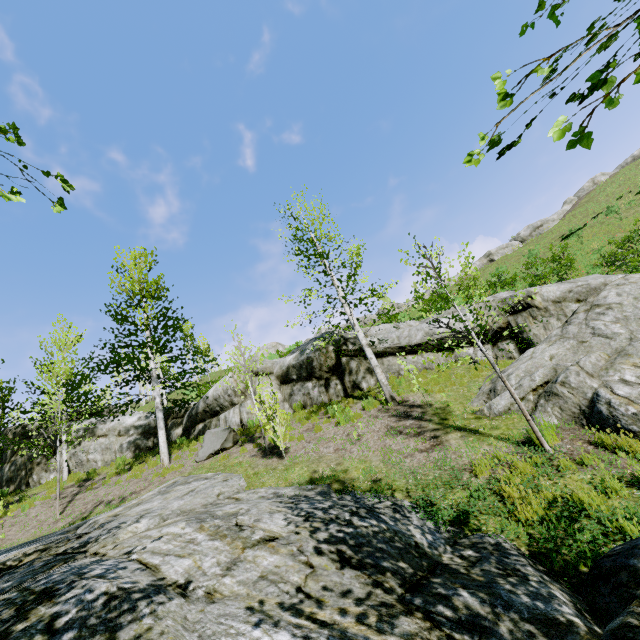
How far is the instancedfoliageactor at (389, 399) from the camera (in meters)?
9.87

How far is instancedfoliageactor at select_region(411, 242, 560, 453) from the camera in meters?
5.7

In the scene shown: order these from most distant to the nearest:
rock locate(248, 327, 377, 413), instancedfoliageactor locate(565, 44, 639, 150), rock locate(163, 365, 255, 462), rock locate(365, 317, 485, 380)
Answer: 1. rock locate(248, 327, 377, 413)
2. rock locate(365, 317, 485, 380)
3. rock locate(163, 365, 255, 462)
4. instancedfoliageactor locate(565, 44, 639, 150)

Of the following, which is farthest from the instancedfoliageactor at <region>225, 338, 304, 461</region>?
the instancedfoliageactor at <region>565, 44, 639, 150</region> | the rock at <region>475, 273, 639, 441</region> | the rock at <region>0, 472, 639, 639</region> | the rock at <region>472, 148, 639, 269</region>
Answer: the rock at <region>472, 148, 639, 269</region>

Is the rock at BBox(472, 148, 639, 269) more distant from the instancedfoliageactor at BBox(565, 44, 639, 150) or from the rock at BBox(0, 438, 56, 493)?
the instancedfoliageactor at BBox(565, 44, 639, 150)

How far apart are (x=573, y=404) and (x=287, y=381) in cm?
970

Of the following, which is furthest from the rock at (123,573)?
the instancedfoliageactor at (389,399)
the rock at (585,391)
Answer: the rock at (585,391)
